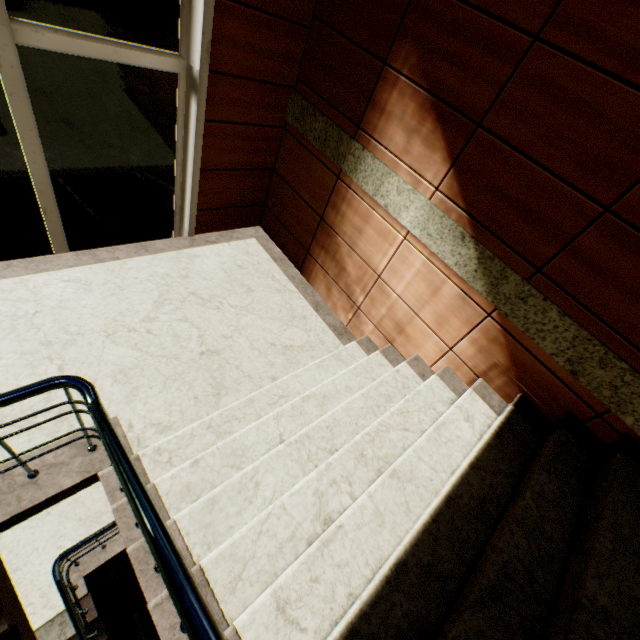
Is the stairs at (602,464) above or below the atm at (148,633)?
above

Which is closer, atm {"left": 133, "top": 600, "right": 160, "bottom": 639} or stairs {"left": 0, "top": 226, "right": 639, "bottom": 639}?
stairs {"left": 0, "top": 226, "right": 639, "bottom": 639}

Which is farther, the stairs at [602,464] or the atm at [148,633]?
the atm at [148,633]

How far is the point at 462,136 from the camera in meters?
2.4 m

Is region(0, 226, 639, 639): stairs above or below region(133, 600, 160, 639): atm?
above
